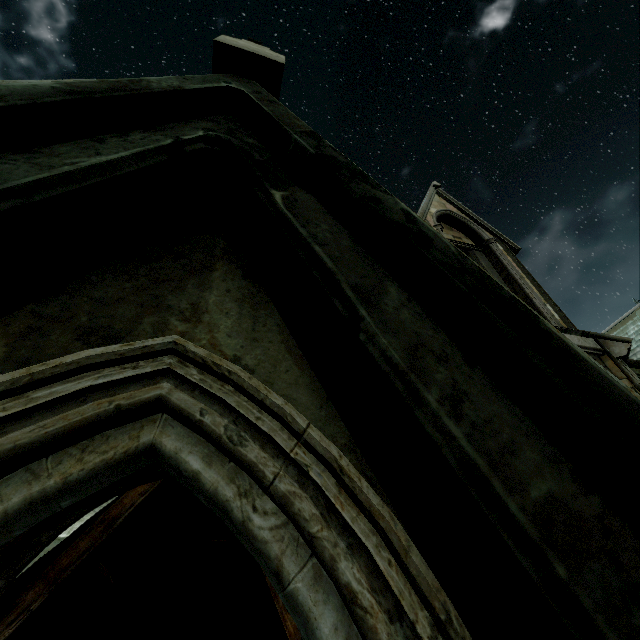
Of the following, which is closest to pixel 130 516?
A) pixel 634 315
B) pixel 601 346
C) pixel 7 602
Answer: pixel 7 602
